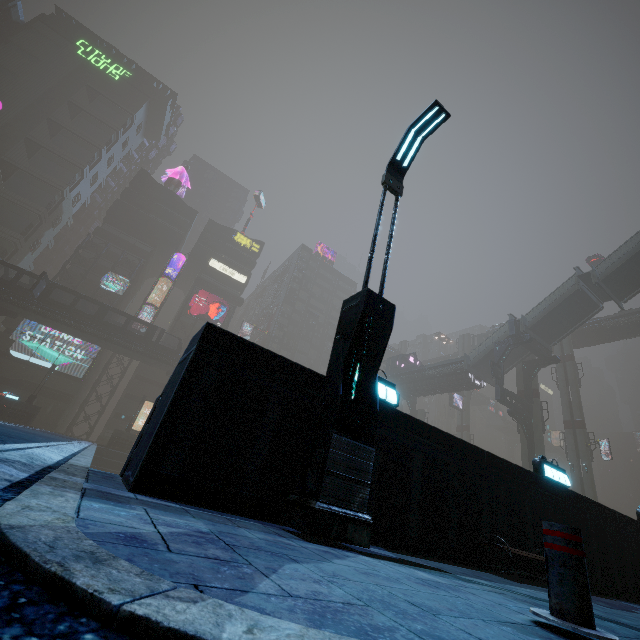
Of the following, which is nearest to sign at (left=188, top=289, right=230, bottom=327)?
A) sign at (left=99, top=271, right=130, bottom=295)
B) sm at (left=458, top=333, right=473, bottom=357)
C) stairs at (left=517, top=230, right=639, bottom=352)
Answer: sign at (left=99, top=271, right=130, bottom=295)

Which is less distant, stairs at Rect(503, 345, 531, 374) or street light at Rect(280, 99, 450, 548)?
street light at Rect(280, 99, 450, 548)

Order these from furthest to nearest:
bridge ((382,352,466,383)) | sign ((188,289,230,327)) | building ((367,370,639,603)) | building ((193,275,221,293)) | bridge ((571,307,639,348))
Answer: building ((193,275,221,293)) → sign ((188,289,230,327)) → bridge ((571,307,639,348)) → bridge ((382,352,466,383)) → building ((367,370,639,603))

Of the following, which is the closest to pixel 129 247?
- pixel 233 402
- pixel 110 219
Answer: pixel 110 219

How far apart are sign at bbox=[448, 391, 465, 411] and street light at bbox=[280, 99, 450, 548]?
51.3m

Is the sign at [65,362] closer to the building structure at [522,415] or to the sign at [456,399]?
the building structure at [522,415]

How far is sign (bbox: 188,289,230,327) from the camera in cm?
5525

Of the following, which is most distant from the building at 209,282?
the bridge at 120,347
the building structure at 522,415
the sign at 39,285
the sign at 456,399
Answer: the sign at 456,399
